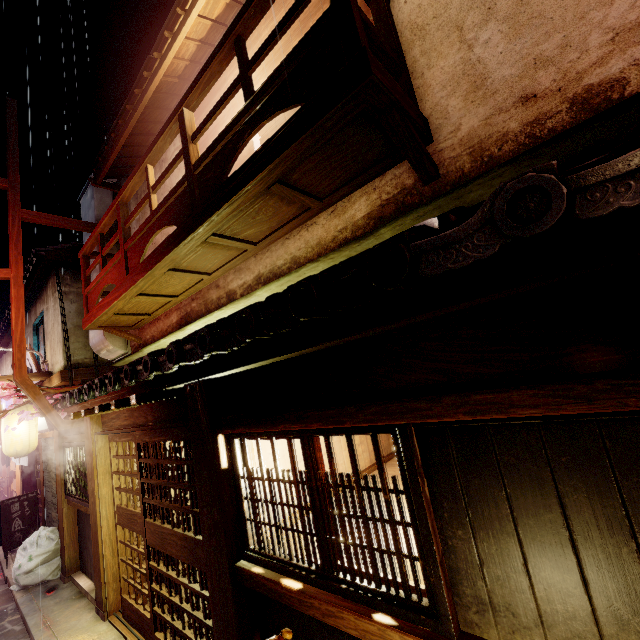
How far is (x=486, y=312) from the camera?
2.92m

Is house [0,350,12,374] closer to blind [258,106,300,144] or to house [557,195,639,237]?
blind [258,106,300,144]

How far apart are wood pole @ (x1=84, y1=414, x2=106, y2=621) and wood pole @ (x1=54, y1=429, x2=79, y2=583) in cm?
336

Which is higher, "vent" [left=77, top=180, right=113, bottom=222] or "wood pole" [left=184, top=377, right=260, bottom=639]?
"vent" [left=77, top=180, right=113, bottom=222]

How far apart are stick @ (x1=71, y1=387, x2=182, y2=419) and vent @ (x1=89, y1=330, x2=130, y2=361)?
6.7 meters

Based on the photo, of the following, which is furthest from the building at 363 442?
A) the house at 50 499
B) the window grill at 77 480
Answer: the house at 50 499

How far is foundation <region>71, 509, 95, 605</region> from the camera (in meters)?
10.60

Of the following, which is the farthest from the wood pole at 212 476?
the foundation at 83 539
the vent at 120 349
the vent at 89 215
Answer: the vent at 89 215
